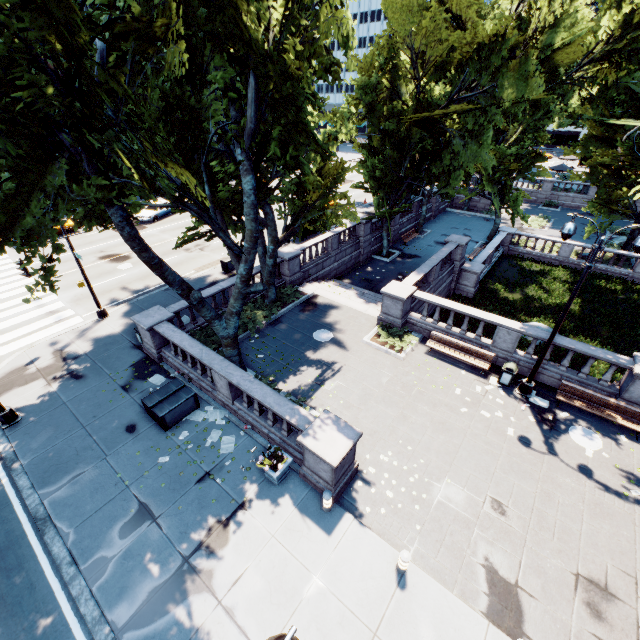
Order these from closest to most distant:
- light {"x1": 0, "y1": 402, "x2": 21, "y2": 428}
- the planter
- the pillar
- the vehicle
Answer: the pillar → the planter → light {"x1": 0, "y1": 402, "x2": 21, "y2": 428} → the vehicle

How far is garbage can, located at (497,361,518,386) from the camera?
13.76m

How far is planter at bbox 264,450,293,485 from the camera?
10.0 meters

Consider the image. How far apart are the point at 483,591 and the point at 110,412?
13.96m

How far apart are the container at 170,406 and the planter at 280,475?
4.05m

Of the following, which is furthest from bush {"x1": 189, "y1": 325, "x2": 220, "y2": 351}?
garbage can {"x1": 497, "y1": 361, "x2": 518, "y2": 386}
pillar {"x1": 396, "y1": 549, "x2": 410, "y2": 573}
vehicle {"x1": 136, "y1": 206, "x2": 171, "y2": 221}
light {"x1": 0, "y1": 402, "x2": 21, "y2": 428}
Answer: vehicle {"x1": 136, "y1": 206, "x2": 171, "y2": 221}

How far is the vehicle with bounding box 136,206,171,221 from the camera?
32.7m

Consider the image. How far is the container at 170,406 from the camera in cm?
1200
